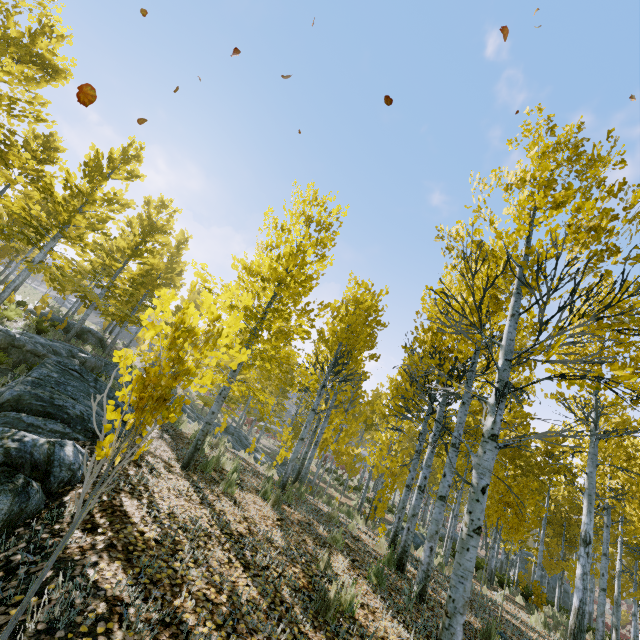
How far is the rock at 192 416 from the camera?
15.0m

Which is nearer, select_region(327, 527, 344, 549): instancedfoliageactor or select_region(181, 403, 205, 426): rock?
select_region(327, 527, 344, 549): instancedfoliageactor

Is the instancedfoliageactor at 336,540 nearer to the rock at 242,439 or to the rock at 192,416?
the rock at 192,416

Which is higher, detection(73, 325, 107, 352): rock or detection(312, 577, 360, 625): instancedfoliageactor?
detection(73, 325, 107, 352): rock

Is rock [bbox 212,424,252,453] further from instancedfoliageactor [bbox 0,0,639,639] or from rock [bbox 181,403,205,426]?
instancedfoliageactor [bbox 0,0,639,639]

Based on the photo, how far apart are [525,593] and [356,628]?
20.40m

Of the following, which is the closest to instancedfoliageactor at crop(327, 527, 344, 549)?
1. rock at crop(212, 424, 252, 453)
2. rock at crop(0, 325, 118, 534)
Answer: rock at crop(0, 325, 118, 534)
